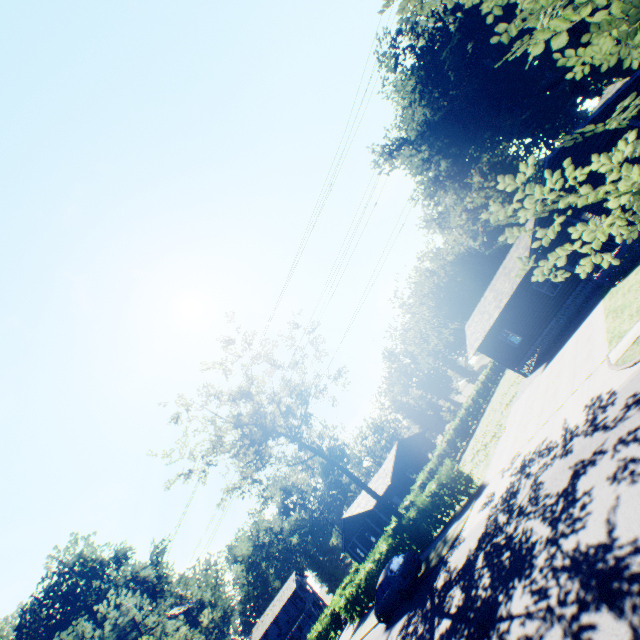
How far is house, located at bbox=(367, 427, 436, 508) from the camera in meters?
39.8 m

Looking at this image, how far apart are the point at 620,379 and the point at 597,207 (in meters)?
17.47

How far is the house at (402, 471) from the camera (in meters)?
39.78

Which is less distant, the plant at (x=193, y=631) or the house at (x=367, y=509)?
the plant at (x=193, y=631)

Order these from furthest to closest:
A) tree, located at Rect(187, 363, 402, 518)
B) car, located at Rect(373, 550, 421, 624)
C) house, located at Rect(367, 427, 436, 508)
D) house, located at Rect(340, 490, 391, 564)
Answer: house, located at Rect(367, 427, 436, 508) < house, located at Rect(340, 490, 391, 564) < tree, located at Rect(187, 363, 402, 518) < car, located at Rect(373, 550, 421, 624)

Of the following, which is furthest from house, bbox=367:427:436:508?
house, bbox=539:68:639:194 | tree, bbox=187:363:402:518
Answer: house, bbox=539:68:639:194

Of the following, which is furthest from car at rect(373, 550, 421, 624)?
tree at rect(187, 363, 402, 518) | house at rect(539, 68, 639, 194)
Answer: house at rect(539, 68, 639, 194)
